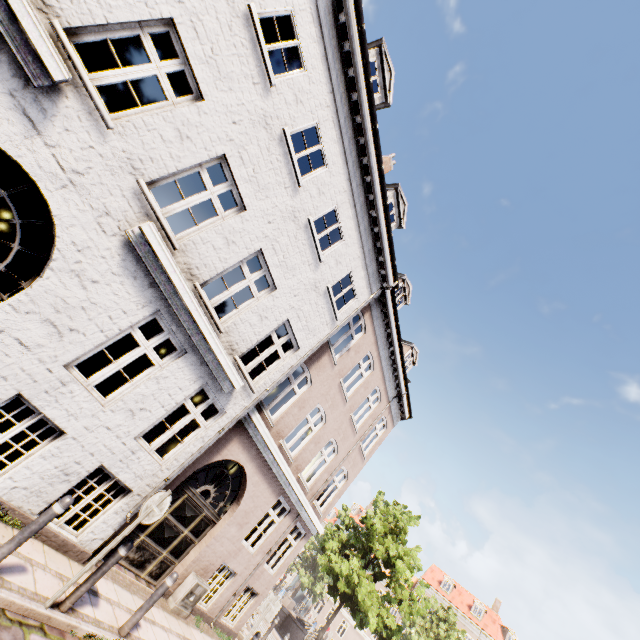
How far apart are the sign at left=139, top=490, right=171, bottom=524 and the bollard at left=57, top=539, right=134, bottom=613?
0.5 meters

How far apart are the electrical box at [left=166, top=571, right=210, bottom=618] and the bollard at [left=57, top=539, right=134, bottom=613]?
4.5 meters

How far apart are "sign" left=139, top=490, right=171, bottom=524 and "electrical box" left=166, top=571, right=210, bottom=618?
4.88m

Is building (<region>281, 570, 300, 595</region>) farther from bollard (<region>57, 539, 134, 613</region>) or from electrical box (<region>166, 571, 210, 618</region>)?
bollard (<region>57, 539, 134, 613</region>)

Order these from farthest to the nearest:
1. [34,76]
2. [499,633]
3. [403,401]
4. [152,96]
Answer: [499,633]
[403,401]
[152,96]
[34,76]

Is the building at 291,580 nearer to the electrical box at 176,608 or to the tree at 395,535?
the tree at 395,535

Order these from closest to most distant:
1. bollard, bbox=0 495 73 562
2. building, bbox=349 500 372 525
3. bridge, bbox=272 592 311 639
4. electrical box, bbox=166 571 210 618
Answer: bollard, bbox=0 495 73 562
electrical box, bbox=166 571 210 618
bridge, bbox=272 592 311 639
building, bbox=349 500 372 525

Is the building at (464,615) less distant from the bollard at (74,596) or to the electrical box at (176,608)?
the electrical box at (176,608)
